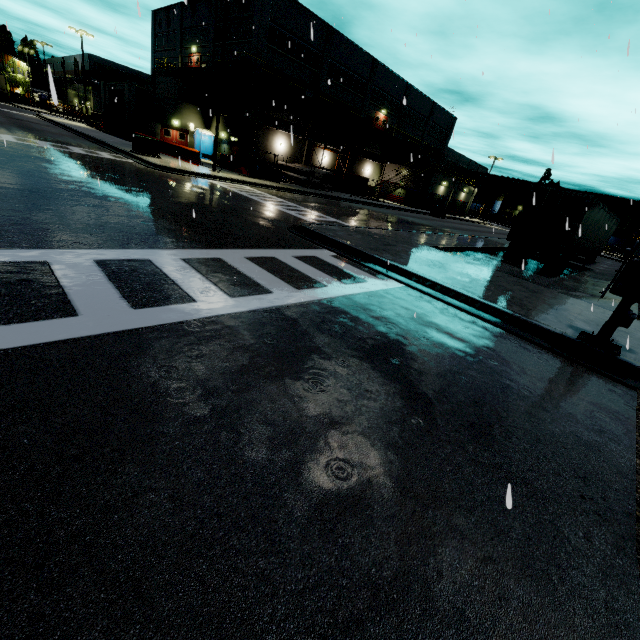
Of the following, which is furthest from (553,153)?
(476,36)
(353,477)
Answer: (476,36)

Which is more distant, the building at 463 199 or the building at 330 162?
the building at 463 199

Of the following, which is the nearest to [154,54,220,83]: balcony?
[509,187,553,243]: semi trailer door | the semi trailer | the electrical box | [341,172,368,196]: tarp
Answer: [341,172,368,196]: tarp

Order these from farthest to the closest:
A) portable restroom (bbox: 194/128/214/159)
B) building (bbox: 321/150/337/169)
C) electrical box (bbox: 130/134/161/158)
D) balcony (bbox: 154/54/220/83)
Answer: building (bbox: 321/150/337/169) < portable restroom (bbox: 194/128/214/159) < balcony (bbox: 154/54/220/83) < electrical box (bbox: 130/134/161/158)

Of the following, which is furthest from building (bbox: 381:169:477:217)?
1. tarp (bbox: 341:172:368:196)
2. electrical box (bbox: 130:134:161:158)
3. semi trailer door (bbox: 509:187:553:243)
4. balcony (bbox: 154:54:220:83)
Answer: semi trailer door (bbox: 509:187:553:243)

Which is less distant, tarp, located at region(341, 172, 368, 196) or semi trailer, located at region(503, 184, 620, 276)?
semi trailer, located at region(503, 184, 620, 276)

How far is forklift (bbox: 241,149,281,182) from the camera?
26.23m

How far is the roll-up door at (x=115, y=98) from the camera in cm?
3294
